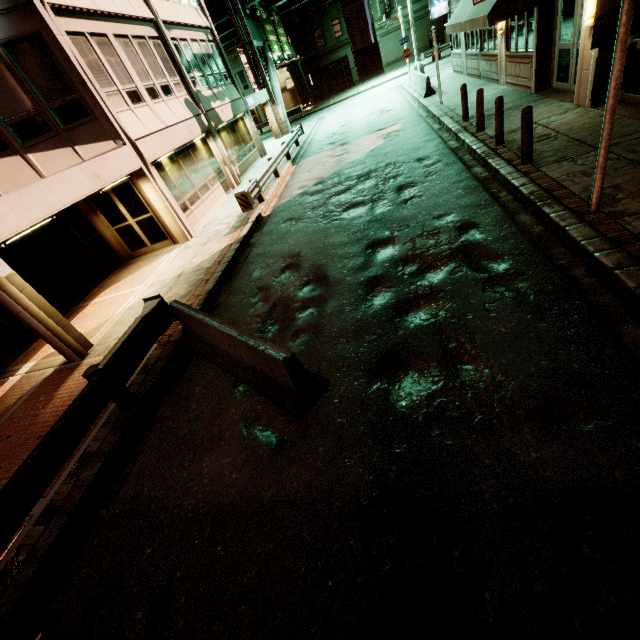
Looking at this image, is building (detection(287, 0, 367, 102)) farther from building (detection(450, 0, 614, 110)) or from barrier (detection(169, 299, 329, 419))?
barrier (detection(169, 299, 329, 419))

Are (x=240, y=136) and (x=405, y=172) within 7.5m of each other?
no

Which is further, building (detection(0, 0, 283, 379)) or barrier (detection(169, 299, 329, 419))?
building (detection(0, 0, 283, 379))

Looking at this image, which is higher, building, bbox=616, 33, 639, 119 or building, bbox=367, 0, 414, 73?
building, bbox=367, 0, 414, 73

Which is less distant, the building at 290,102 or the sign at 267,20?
Result: the sign at 267,20

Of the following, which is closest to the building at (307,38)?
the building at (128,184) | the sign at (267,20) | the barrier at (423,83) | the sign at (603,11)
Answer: the sign at (267,20)

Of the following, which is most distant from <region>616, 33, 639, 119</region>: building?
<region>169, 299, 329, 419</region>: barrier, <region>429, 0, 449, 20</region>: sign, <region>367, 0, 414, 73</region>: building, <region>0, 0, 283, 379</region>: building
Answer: <region>367, 0, 414, 73</region>: building

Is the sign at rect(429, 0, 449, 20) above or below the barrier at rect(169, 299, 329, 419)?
above
